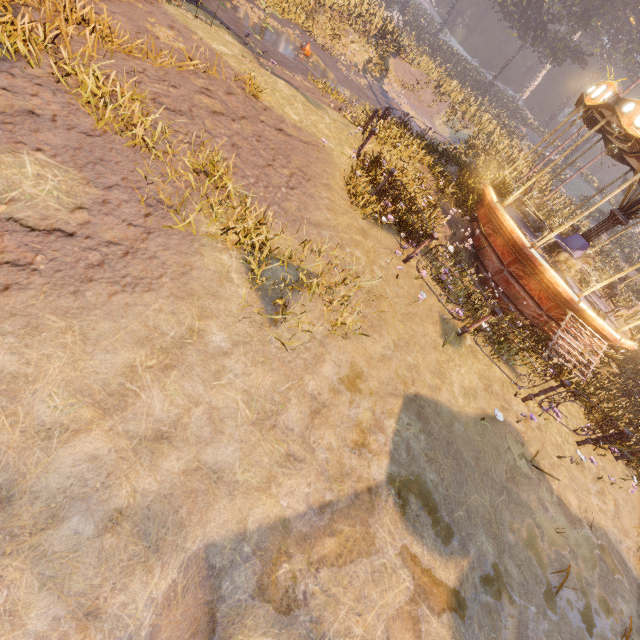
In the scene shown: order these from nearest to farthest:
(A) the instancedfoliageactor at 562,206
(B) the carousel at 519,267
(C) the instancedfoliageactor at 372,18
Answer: (B) the carousel at 519,267 < (C) the instancedfoliageactor at 372,18 < (A) the instancedfoliageactor at 562,206

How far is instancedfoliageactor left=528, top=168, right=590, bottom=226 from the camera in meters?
19.0

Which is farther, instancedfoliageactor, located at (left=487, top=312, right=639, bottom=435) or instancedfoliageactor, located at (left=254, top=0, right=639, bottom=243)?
instancedfoliageactor, located at (left=254, top=0, right=639, bottom=243)

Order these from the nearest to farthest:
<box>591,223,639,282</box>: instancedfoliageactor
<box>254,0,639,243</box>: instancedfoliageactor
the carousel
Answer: the carousel, <box>254,0,639,243</box>: instancedfoliageactor, <box>591,223,639,282</box>: instancedfoliageactor

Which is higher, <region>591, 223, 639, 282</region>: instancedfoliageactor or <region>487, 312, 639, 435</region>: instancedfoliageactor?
<region>591, 223, 639, 282</region>: instancedfoliageactor

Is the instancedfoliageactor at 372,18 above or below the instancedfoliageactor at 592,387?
above

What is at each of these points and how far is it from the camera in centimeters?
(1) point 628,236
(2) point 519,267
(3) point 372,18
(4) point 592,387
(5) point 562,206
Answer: (1) instancedfoliageactor, 3133cm
(2) carousel, 1017cm
(3) instancedfoliageactor, 2220cm
(4) instancedfoliageactor, 919cm
(5) instancedfoliageactor, 2225cm
